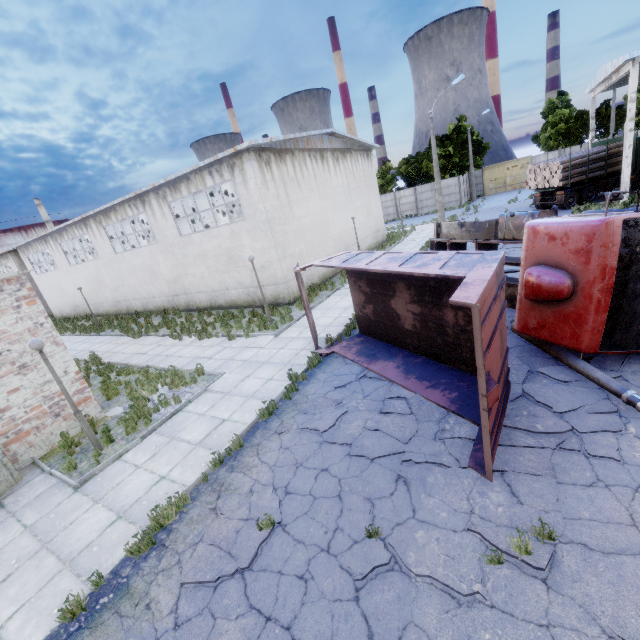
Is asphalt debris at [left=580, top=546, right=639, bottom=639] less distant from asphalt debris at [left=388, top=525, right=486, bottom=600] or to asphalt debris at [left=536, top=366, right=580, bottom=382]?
asphalt debris at [left=536, top=366, right=580, bottom=382]

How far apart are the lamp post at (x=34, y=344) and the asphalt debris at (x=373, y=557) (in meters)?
7.15

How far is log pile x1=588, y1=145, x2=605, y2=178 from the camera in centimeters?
2234cm

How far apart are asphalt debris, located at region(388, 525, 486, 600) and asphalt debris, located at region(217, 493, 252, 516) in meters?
1.0 m

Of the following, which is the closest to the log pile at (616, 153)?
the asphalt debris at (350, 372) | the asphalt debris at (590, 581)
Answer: the asphalt debris at (350, 372)

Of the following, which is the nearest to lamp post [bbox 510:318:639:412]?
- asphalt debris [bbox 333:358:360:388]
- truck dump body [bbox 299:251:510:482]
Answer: truck dump body [bbox 299:251:510:482]

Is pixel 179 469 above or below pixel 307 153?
below

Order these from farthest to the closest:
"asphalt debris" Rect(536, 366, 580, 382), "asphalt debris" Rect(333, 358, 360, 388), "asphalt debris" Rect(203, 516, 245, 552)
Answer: "asphalt debris" Rect(333, 358, 360, 388), "asphalt debris" Rect(536, 366, 580, 382), "asphalt debris" Rect(203, 516, 245, 552)
